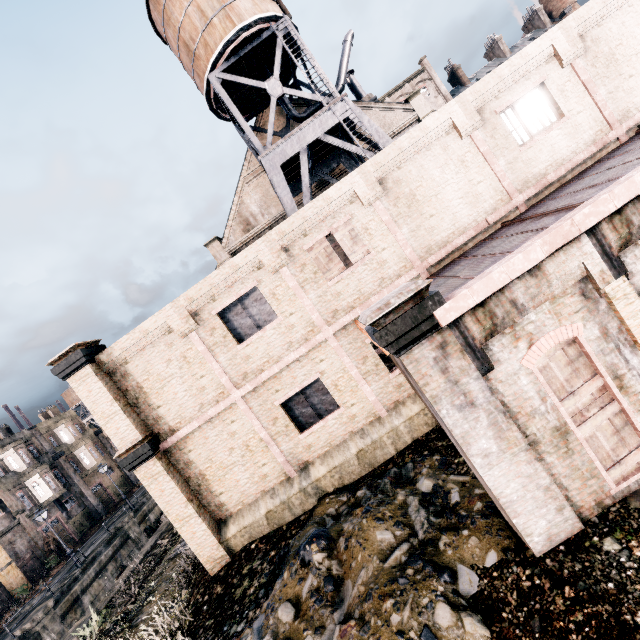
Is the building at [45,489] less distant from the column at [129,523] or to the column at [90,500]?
the column at [90,500]

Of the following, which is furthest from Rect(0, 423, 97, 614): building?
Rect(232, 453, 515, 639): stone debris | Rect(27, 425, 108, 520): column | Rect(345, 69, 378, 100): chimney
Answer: Rect(345, 69, 378, 100): chimney

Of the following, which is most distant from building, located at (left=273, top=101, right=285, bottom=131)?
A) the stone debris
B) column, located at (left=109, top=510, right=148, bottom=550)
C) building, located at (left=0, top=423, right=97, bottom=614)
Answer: building, located at (left=0, top=423, right=97, bottom=614)

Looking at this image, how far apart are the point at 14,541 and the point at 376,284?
43.2 meters

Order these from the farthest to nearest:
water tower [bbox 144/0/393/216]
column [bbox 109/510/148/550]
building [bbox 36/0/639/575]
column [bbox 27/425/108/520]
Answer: column [bbox 27/425/108/520] → column [bbox 109/510/148/550] → water tower [bbox 144/0/393/216] → building [bbox 36/0/639/575]

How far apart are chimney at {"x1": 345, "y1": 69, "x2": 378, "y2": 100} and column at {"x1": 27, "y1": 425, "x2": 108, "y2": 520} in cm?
5054

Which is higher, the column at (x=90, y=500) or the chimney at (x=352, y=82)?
the chimney at (x=352, y=82)

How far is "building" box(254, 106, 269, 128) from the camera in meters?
25.3
